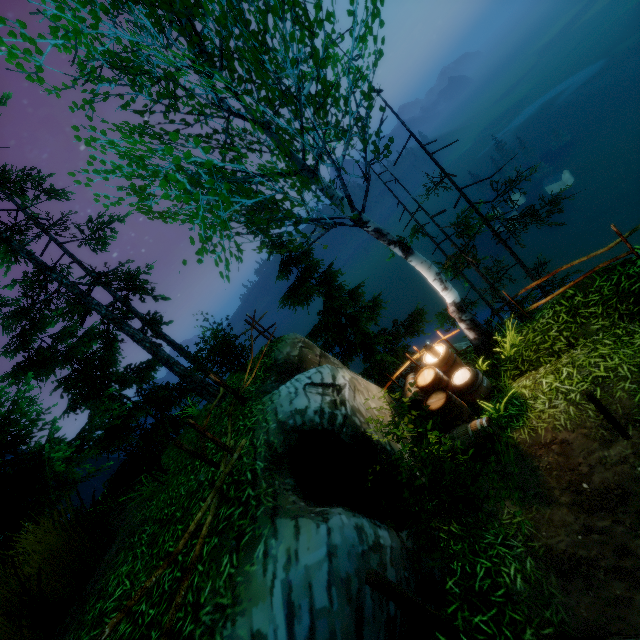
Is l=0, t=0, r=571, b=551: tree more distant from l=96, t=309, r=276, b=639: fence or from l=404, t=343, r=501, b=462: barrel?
l=96, t=309, r=276, b=639: fence

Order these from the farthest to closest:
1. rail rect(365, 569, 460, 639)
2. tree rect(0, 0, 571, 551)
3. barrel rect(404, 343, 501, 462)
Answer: A:
barrel rect(404, 343, 501, 462)
tree rect(0, 0, 571, 551)
rail rect(365, 569, 460, 639)

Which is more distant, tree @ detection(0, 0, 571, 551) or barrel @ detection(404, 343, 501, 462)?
barrel @ detection(404, 343, 501, 462)

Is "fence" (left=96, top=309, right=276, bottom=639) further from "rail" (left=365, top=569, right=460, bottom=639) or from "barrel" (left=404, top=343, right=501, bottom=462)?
"barrel" (left=404, top=343, right=501, bottom=462)

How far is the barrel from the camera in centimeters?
608cm

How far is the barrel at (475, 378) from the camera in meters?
6.1

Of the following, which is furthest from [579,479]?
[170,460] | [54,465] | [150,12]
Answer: [54,465]

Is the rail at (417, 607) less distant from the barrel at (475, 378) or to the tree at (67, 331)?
Answer: the barrel at (475, 378)
